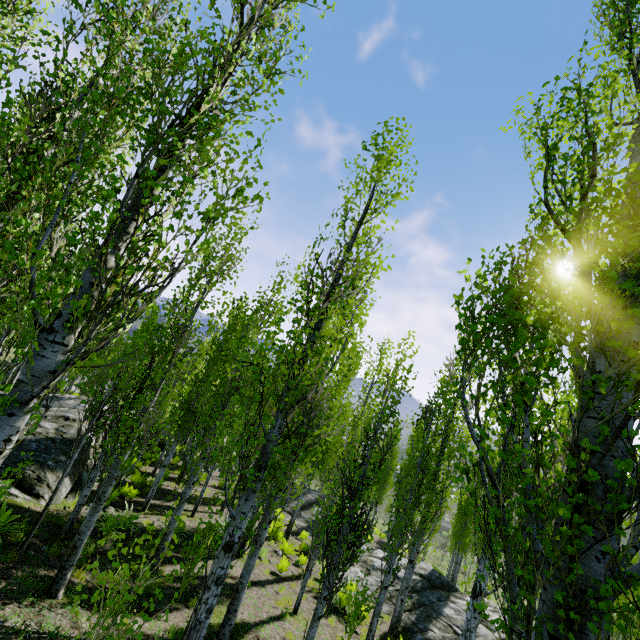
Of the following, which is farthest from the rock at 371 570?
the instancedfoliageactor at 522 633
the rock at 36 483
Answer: the rock at 36 483

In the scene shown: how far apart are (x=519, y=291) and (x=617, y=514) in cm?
192

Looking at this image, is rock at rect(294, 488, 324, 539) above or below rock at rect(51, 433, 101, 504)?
below

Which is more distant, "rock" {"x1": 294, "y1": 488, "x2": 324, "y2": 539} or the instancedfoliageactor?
"rock" {"x1": 294, "y1": 488, "x2": 324, "y2": 539}

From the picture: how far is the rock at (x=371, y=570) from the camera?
14.9 meters

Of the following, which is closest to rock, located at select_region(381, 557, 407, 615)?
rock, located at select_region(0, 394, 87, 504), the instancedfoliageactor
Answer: the instancedfoliageactor

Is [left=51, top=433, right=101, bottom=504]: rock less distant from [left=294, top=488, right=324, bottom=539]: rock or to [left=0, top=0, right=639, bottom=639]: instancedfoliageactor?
[left=0, top=0, right=639, bottom=639]: instancedfoliageactor
